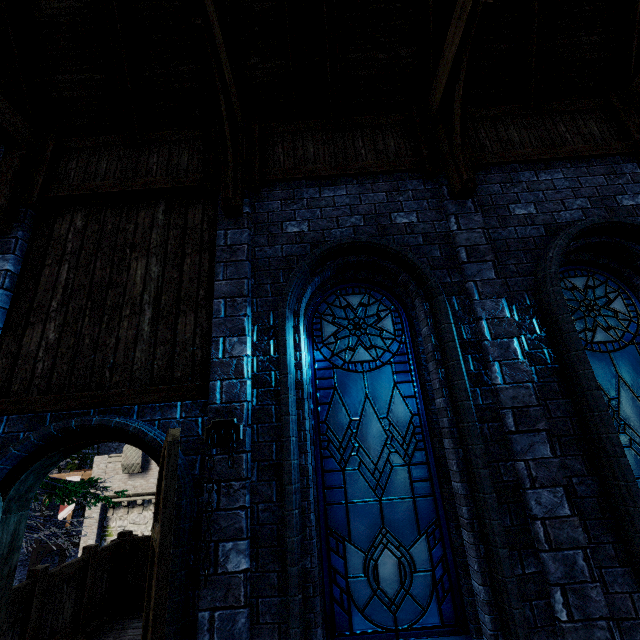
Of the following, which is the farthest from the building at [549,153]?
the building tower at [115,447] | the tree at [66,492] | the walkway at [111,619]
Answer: the building tower at [115,447]

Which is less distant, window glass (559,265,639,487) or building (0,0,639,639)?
building (0,0,639,639)

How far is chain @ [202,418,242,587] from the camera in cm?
278

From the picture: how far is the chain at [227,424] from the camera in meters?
2.8 m

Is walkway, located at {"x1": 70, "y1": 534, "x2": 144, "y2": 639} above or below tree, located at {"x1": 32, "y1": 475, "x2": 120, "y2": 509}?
below

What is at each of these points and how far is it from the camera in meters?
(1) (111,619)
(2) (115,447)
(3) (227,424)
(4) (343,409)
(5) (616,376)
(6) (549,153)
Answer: (1) walkway, 5.4
(2) building tower, 29.0
(3) chain, 3.2
(4) window glass, 3.7
(5) window glass, 3.8
(6) building, 4.5

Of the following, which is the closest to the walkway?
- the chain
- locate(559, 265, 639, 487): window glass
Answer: the chain

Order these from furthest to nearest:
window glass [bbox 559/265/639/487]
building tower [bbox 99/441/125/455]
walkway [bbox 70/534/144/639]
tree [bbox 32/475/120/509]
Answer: building tower [bbox 99/441/125/455], tree [bbox 32/475/120/509], walkway [bbox 70/534/144/639], window glass [bbox 559/265/639/487]
